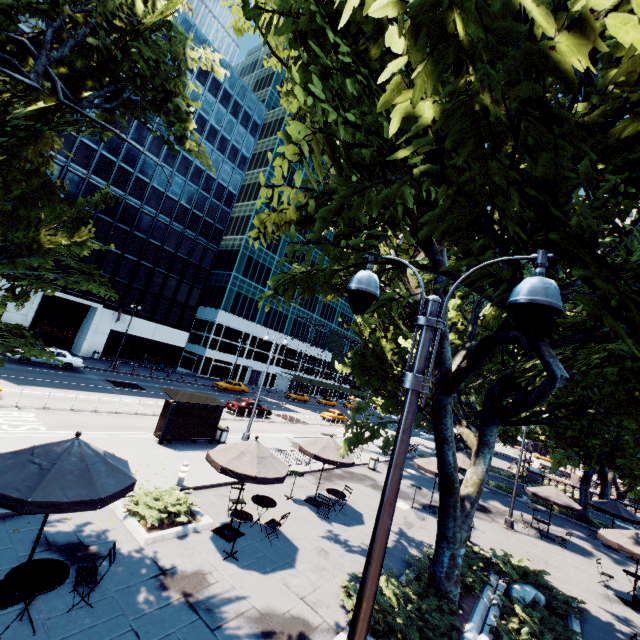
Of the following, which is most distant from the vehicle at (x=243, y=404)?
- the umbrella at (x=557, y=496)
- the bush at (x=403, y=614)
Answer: the umbrella at (x=557, y=496)

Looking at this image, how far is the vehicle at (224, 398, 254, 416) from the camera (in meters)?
29.27

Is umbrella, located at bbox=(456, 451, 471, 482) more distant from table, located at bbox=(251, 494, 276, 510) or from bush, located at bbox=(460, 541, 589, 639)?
table, located at bbox=(251, 494, 276, 510)

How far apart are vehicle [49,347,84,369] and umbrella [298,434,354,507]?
24.63m

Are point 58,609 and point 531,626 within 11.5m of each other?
no

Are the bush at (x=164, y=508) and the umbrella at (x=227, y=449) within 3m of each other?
yes

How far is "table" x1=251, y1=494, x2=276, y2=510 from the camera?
11.0 meters

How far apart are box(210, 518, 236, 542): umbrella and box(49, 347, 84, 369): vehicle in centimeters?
2568cm
